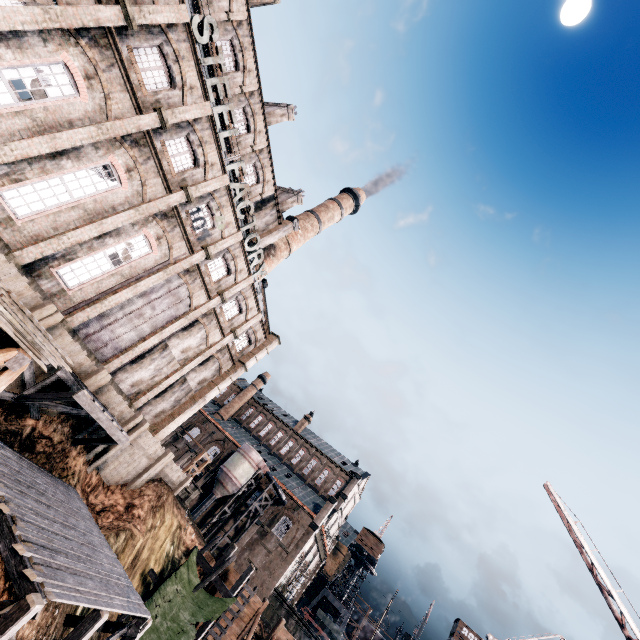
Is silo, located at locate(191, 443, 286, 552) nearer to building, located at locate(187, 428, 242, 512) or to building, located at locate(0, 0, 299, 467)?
building, located at locate(187, 428, 242, 512)

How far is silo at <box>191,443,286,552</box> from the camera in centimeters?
4572cm

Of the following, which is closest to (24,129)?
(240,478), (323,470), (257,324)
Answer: (257,324)

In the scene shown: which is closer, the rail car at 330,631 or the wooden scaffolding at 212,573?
the wooden scaffolding at 212,573

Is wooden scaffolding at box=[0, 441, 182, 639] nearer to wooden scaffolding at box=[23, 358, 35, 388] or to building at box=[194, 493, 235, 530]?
wooden scaffolding at box=[23, 358, 35, 388]

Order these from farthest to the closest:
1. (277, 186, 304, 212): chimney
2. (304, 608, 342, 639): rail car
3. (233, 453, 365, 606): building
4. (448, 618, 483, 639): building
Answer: (448, 618, 483, 639): building
(304, 608, 342, 639): rail car
(233, 453, 365, 606): building
(277, 186, 304, 212): chimney

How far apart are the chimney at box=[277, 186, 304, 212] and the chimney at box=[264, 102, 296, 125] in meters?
7.5

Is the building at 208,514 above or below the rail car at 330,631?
below
